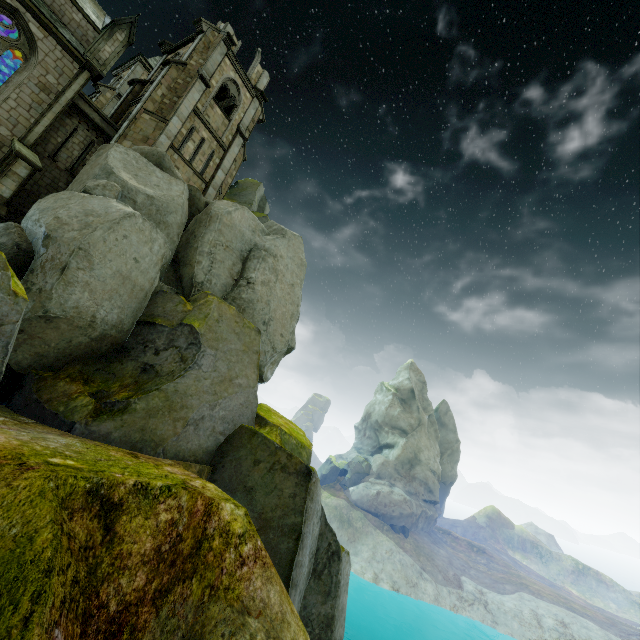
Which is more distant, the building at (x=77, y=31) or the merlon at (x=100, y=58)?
the merlon at (x=100, y=58)

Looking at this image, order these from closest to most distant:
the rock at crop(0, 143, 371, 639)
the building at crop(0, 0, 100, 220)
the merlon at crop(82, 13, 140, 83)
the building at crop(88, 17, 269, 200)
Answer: the rock at crop(0, 143, 371, 639) < the building at crop(0, 0, 100, 220) < the merlon at crop(82, 13, 140, 83) < the building at crop(88, 17, 269, 200)

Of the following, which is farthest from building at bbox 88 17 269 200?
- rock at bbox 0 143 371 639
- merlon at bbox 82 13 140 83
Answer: merlon at bbox 82 13 140 83

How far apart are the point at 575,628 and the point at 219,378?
47.1 meters

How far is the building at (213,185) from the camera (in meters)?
19.91

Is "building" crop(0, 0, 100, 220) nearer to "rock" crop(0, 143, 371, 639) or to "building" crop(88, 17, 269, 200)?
"rock" crop(0, 143, 371, 639)

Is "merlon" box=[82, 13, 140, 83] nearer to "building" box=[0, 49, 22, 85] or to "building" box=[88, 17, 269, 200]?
"building" box=[0, 49, 22, 85]

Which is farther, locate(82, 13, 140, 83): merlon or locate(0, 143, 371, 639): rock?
locate(82, 13, 140, 83): merlon
